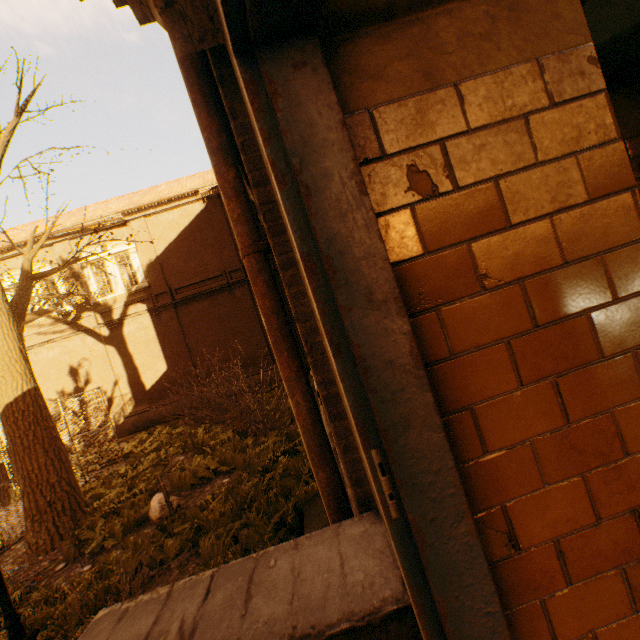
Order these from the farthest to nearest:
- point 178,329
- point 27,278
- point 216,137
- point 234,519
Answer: point 178,329 → point 27,278 → point 234,519 → point 216,137

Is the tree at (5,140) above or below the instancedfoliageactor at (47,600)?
above

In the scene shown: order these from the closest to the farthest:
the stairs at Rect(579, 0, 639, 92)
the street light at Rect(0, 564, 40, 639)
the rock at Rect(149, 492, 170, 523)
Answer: the stairs at Rect(579, 0, 639, 92), the street light at Rect(0, 564, 40, 639), the rock at Rect(149, 492, 170, 523)

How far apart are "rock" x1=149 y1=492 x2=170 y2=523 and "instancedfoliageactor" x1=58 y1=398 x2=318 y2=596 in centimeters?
42cm

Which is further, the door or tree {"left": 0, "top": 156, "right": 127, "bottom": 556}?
tree {"left": 0, "top": 156, "right": 127, "bottom": 556}

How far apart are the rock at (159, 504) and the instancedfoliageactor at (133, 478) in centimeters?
42cm

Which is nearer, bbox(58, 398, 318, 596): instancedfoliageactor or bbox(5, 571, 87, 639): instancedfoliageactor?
bbox(5, 571, 87, 639): instancedfoliageactor

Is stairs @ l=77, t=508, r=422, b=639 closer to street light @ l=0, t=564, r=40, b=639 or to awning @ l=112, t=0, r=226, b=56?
street light @ l=0, t=564, r=40, b=639
